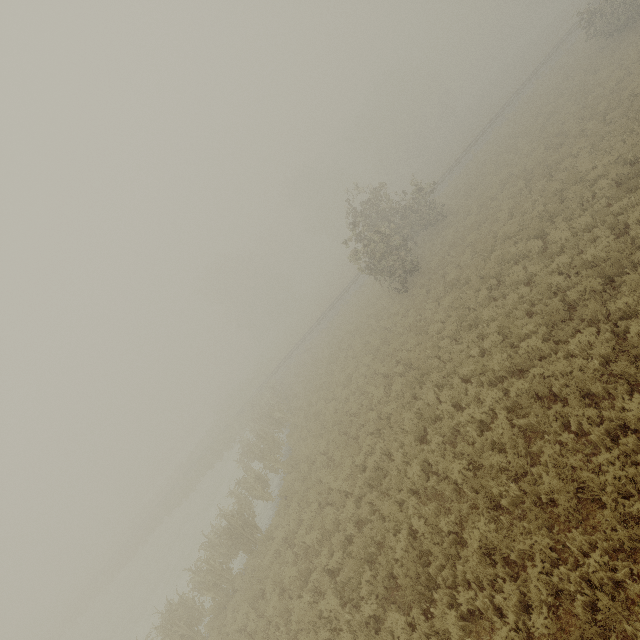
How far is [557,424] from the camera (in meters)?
7.41
